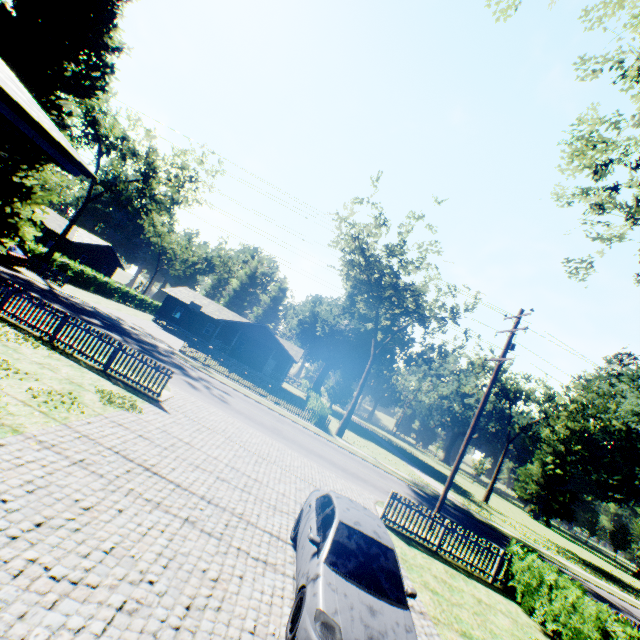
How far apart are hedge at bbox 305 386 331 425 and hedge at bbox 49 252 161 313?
30.58m

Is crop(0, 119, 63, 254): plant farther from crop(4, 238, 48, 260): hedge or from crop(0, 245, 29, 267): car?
crop(4, 238, 48, 260): hedge

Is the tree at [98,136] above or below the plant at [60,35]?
above

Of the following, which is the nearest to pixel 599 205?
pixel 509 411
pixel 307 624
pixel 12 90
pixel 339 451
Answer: pixel 307 624

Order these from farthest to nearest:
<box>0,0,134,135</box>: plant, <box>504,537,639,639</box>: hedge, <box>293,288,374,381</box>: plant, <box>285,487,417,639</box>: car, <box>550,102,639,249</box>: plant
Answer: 1. <box>293,288,374,381</box>: plant
2. <box>0,0,134,135</box>: plant
3. <box>550,102,639,249</box>: plant
4. <box>504,537,639,639</box>: hedge
5. <box>285,487,417,639</box>: car

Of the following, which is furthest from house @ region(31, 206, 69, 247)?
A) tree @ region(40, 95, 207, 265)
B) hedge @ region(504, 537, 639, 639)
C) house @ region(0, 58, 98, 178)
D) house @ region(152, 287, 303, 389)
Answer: hedge @ region(504, 537, 639, 639)

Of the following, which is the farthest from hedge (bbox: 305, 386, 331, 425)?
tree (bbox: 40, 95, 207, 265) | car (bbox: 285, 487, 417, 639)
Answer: tree (bbox: 40, 95, 207, 265)

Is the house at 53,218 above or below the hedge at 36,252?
above
